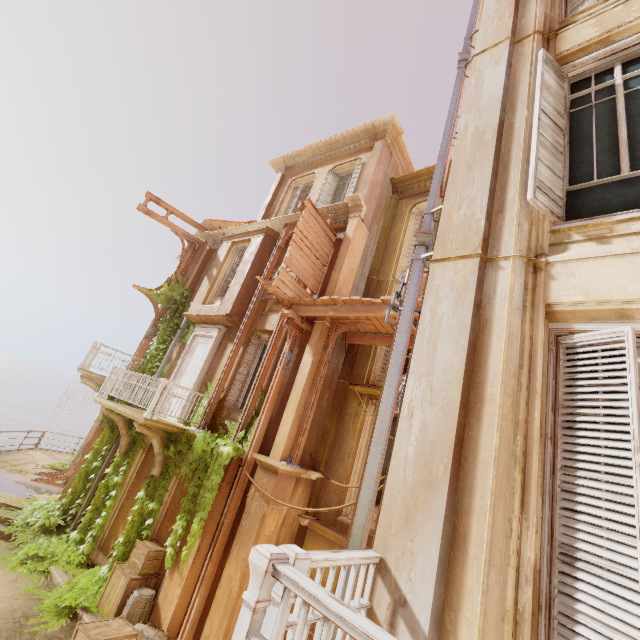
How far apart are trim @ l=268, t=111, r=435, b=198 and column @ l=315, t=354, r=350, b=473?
7.5m

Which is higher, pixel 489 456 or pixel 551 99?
pixel 551 99

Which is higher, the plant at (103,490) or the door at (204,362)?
the door at (204,362)

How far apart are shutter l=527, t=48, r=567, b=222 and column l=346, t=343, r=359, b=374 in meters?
7.3

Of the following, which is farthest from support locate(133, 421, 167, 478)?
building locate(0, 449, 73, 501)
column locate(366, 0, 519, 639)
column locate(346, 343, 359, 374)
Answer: column locate(366, 0, 519, 639)

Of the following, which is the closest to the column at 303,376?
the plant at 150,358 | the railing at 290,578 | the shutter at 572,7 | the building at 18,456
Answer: the plant at 150,358

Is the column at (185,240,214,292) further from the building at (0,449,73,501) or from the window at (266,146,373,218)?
the building at (0,449,73,501)

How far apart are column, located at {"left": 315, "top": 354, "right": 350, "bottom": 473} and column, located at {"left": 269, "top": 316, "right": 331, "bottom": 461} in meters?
1.4 m
